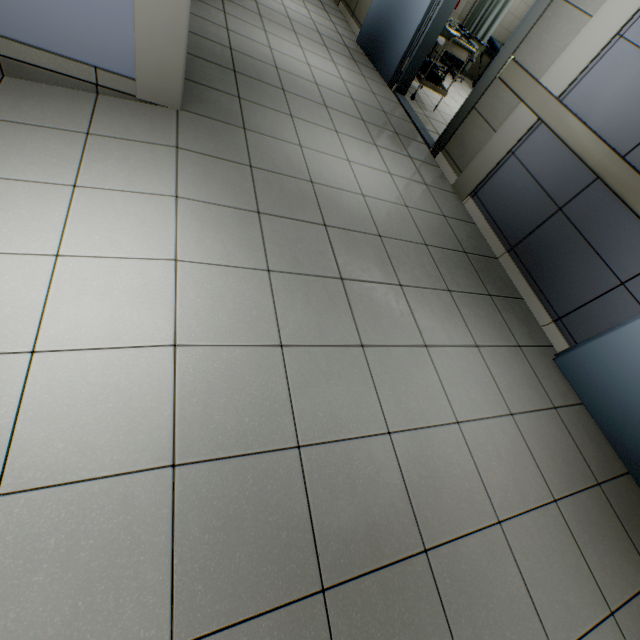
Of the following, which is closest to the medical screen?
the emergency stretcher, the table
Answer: the emergency stretcher

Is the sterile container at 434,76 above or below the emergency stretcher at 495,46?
below

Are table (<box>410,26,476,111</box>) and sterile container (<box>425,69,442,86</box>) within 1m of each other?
yes

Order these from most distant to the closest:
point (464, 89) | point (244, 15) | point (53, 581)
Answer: point (464, 89) → point (244, 15) → point (53, 581)

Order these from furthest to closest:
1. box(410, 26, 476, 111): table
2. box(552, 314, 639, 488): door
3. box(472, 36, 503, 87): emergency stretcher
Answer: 1. box(472, 36, 503, 87): emergency stretcher
2. box(410, 26, 476, 111): table
3. box(552, 314, 639, 488): door

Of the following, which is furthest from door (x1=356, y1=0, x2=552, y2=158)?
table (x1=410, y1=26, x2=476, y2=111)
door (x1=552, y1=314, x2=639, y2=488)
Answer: door (x1=552, y1=314, x2=639, y2=488)

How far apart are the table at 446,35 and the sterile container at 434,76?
0.02m

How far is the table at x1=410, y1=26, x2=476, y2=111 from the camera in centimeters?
442cm
